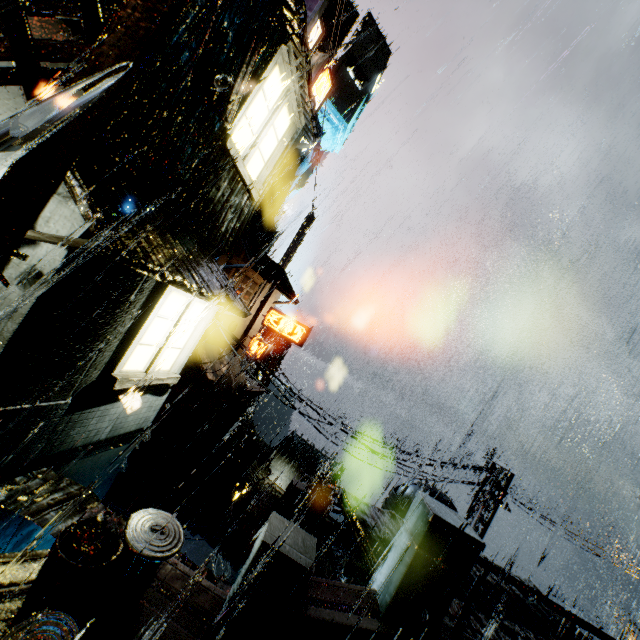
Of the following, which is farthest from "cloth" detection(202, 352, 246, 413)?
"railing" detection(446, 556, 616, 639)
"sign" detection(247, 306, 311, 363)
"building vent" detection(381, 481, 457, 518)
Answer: "railing" detection(446, 556, 616, 639)

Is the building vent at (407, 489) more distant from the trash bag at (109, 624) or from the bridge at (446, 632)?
the trash bag at (109, 624)

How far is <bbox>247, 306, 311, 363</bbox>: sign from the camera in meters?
24.8

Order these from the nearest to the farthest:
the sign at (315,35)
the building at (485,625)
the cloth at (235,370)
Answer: the building at (485,625) < the sign at (315,35) < the cloth at (235,370)

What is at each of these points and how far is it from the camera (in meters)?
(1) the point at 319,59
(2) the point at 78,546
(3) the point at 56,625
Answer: (1) sign, 12.81
(2) trash can, 3.52
(3) trash can lid, 3.34

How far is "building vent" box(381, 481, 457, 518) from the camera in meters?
17.0

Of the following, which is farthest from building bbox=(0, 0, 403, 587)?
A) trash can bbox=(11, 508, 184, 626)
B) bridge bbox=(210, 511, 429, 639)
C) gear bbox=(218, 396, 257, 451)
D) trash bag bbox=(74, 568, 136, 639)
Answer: gear bbox=(218, 396, 257, 451)

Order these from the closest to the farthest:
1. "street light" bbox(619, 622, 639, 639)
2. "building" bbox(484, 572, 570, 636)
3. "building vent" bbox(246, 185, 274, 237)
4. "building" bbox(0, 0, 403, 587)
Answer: "building" bbox(0, 0, 403, 587) < "building" bbox(484, 572, 570, 636) < "street light" bbox(619, 622, 639, 639) < "building vent" bbox(246, 185, 274, 237)
